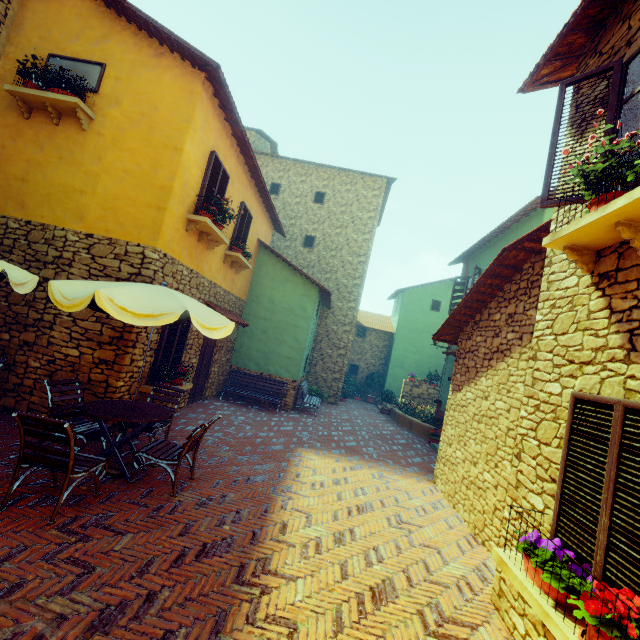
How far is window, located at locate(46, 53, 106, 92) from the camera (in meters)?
6.55

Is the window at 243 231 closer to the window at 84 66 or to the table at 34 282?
the window at 84 66

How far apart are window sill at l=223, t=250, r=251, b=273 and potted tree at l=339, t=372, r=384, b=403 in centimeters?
1059cm

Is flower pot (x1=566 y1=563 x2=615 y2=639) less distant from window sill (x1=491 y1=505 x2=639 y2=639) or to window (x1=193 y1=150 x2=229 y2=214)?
window sill (x1=491 y1=505 x2=639 y2=639)

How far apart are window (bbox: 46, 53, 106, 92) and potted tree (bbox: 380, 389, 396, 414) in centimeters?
1581cm

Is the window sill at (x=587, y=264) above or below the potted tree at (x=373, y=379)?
above

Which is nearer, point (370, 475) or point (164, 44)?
point (164, 44)

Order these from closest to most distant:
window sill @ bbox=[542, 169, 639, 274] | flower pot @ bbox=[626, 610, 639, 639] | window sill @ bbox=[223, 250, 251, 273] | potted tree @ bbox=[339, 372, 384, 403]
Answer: flower pot @ bbox=[626, 610, 639, 639], window sill @ bbox=[542, 169, 639, 274], window sill @ bbox=[223, 250, 251, 273], potted tree @ bbox=[339, 372, 384, 403]
